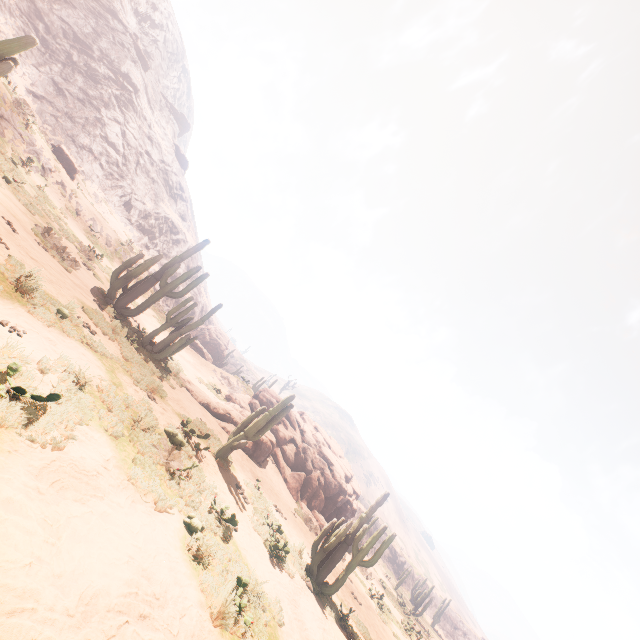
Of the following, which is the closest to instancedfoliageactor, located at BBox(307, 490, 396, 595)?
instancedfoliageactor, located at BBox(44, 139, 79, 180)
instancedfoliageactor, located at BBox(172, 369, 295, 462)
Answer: instancedfoliageactor, located at BBox(172, 369, 295, 462)

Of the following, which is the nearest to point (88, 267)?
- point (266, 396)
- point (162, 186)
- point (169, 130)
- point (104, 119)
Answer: point (266, 396)

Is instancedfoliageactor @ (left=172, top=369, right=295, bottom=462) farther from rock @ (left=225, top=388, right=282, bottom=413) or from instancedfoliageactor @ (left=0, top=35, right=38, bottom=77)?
instancedfoliageactor @ (left=0, top=35, right=38, bottom=77)

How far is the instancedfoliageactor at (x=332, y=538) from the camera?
10.7m

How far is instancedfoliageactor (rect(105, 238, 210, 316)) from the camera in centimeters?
1477cm

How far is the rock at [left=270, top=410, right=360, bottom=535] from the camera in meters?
20.9

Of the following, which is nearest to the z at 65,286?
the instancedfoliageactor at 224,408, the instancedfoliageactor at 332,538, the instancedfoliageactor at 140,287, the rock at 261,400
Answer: the rock at 261,400
